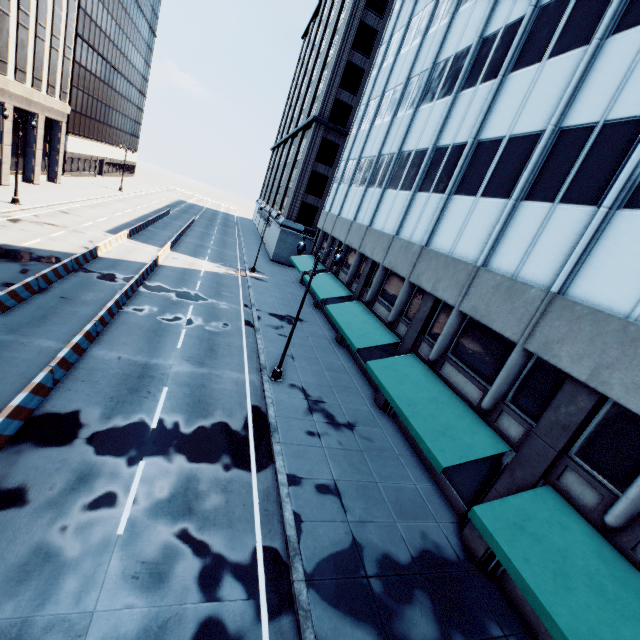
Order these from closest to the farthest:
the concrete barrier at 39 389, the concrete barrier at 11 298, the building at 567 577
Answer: the building at 567 577 → the concrete barrier at 39 389 → the concrete barrier at 11 298

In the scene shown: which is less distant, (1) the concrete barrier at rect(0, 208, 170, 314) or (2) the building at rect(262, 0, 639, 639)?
(2) the building at rect(262, 0, 639, 639)

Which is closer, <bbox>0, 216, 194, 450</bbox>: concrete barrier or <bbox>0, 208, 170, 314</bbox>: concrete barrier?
<bbox>0, 216, 194, 450</bbox>: concrete barrier

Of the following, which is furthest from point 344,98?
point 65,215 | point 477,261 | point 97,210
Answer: point 477,261

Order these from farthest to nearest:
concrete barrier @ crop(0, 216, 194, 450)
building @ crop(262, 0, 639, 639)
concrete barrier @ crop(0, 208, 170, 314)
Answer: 1. concrete barrier @ crop(0, 208, 170, 314)
2. concrete barrier @ crop(0, 216, 194, 450)
3. building @ crop(262, 0, 639, 639)

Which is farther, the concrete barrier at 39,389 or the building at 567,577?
the concrete barrier at 39,389

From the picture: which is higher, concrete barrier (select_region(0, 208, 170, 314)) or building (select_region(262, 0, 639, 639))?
building (select_region(262, 0, 639, 639))
